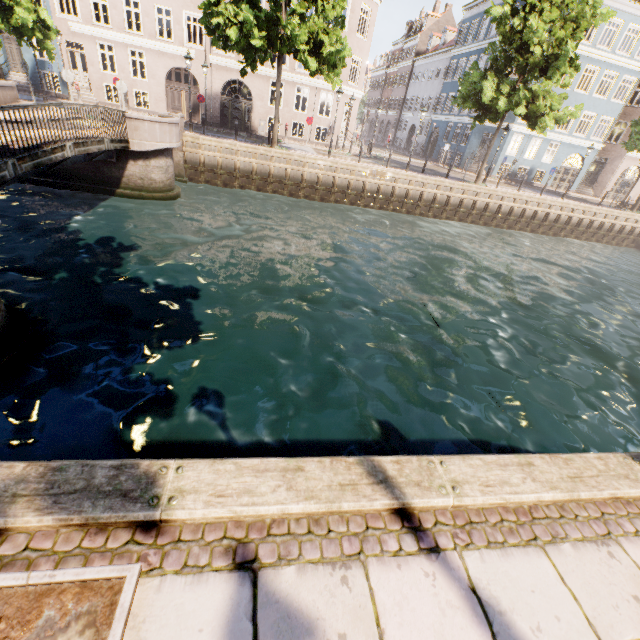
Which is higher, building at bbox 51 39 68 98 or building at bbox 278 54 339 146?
building at bbox 278 54 339 146

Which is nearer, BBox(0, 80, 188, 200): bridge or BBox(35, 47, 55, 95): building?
BBox(0, 80, 188, 200): bridge

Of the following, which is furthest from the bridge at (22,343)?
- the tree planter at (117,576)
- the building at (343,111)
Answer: the building at (343,111)

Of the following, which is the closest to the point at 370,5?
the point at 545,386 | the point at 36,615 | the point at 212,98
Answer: the point at 212,98

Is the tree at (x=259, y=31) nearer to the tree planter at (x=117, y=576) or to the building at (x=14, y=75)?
the tree planter at (x=117, y=576)

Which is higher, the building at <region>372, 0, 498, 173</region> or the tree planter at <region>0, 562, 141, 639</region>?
the building at <region>372, 0, 498, 173</region>

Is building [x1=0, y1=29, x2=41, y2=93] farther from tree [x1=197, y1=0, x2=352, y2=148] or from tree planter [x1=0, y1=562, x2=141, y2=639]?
tree planter [x1=0, y1=562, x2=141, y2=639]

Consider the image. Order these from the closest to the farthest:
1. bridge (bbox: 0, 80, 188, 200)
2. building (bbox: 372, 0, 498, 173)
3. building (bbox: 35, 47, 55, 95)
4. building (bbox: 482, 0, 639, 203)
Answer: bridge (bbox: 0, 80, 188, 200) → building (bbox: 35, 47, 55, 95) → building (bbox: 482, 0, 639, 203) → building (bbox: 372, 0, 498, 173)
